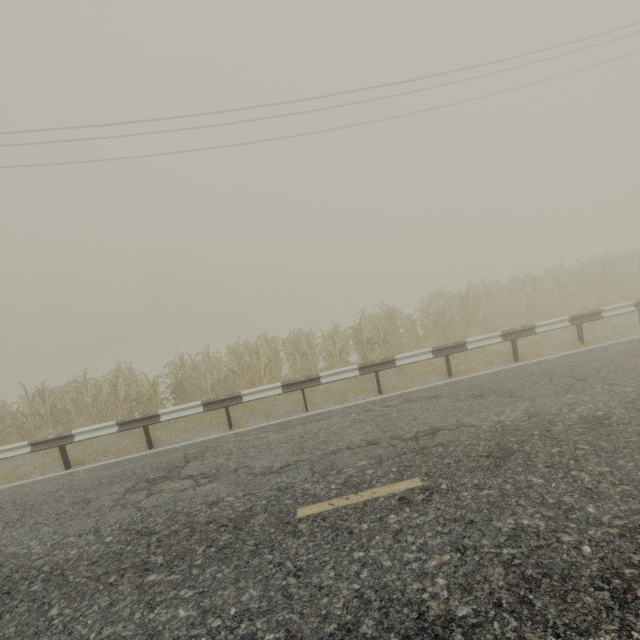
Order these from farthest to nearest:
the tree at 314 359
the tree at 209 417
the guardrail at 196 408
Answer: the tree at 314 359 < the tree at 209 417 < the guardrail at 196 408

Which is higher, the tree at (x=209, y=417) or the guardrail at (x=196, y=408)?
the guardrail at (x=196, y=408)

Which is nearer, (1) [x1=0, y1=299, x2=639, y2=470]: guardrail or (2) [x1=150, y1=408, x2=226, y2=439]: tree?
(1) [x1=0, y1=299, x2=639, y2=470]: guardrail

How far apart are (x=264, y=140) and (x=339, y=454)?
14.71m

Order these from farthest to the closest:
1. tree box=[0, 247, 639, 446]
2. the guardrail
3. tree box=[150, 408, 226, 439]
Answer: tree box=[0, 247, 639, 446]
tree box=[150, 408, 226, 439]
the guardrail

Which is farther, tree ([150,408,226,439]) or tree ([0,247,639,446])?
tree ([0,247,639,446])

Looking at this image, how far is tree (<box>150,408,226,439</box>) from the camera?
8.7 meters
